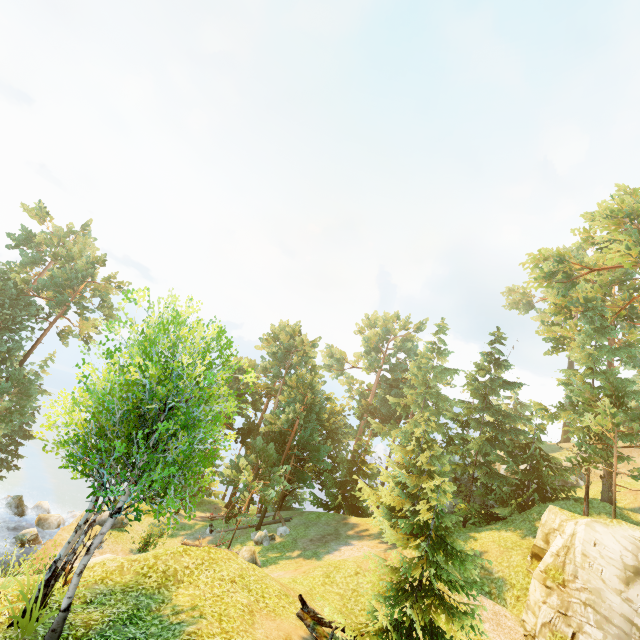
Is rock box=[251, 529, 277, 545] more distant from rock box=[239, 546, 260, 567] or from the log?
the log

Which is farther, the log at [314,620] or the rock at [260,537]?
the rock at [260,537]

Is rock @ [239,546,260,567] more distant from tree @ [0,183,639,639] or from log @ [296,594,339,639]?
log @ [296,594,339,639]

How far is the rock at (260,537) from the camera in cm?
2445

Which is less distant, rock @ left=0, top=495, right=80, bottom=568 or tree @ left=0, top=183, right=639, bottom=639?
tree @ left=0, top=183, right=639, bottom=639

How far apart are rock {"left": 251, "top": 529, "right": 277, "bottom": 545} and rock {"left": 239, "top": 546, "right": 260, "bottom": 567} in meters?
3.3

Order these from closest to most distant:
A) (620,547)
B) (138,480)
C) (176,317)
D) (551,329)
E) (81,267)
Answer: (176,317), (138,480), (620,547), (551,329), (81,267)

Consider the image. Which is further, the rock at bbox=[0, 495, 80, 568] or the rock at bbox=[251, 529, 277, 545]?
the rock at bbox=[251, 529, 277, 545]
